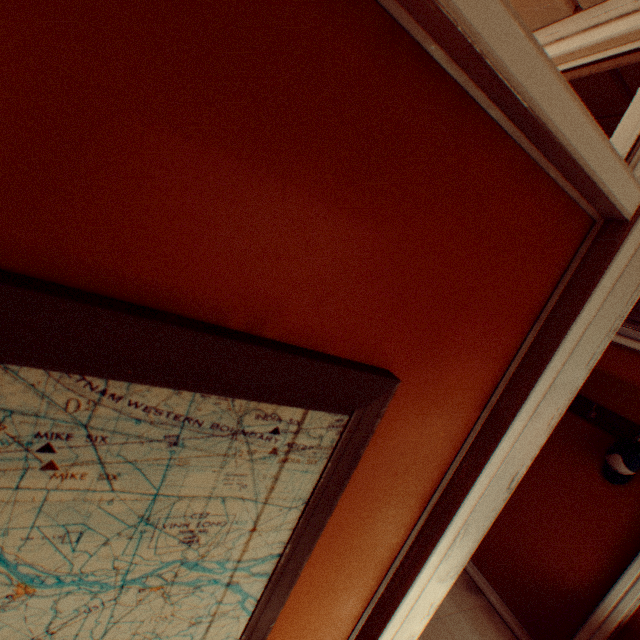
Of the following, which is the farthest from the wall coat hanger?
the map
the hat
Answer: the map

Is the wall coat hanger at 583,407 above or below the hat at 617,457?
above

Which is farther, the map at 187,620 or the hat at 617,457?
the hat at 617,457

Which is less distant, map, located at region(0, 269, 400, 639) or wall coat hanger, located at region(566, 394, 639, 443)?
map, located at region(0, 269, 400, 639)

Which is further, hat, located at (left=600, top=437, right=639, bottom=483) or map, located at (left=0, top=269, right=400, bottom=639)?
hat, located at (left=600, top=437, right=639, bottom=483)

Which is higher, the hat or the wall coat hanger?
the wall coat hanger

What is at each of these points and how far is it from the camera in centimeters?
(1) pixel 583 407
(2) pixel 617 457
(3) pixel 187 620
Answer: (1) wall coat hanger, 311cm
(2) hat, 271cm
(3) map, 67cm
